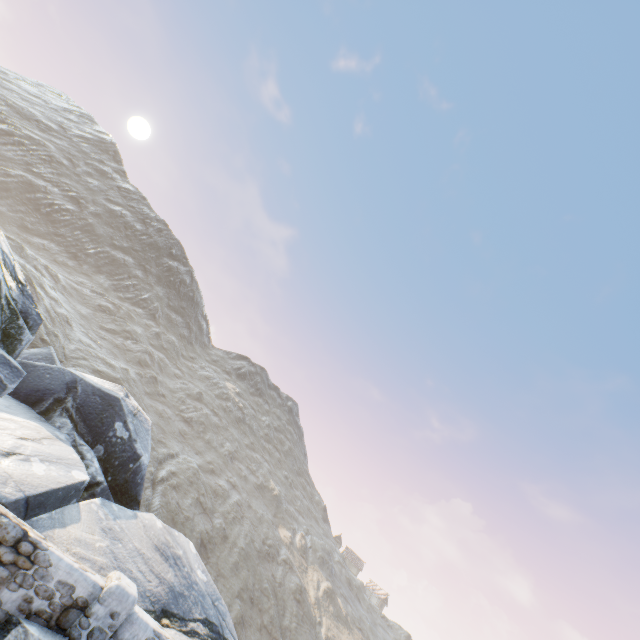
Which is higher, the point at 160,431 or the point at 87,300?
the point at 87,300

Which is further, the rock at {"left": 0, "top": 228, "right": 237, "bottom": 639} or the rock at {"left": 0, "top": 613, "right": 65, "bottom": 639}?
the rock at {"left": 0, "top": 228, "right": 237, "bottom": 639}

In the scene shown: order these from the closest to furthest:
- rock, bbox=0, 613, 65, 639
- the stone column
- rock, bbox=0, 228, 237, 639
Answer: rock, bbox=0, 613, 65, 639 → the stone column → rock, bbox=0, 228, 237, 639

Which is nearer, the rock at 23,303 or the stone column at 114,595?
the stone column at 114,595

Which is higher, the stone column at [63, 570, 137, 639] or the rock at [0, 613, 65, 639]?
the stone column at [63, 570, 137, 639]

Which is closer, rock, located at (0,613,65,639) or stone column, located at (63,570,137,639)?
rock, located at (0,613,65,639)

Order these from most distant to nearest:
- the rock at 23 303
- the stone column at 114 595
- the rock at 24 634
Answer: the rock at 23 303, the stone column at 114 595, the rock at 24 634
